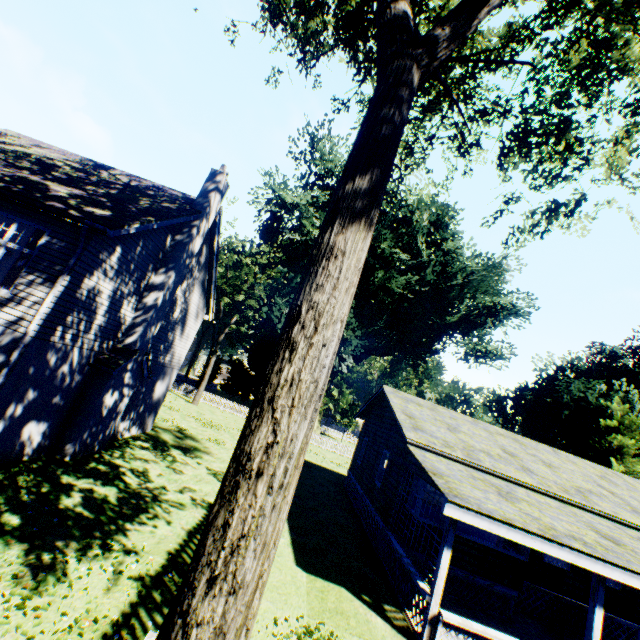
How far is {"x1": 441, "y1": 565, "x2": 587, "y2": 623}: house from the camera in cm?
1089

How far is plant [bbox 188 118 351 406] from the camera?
32.7 meters

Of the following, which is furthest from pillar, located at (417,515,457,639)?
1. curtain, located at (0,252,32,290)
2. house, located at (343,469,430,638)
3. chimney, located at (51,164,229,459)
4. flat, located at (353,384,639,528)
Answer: curtain, located at (0,252,32,290)

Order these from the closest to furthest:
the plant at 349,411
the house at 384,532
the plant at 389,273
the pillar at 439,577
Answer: the pillar at 439,577
the house at 384,532
the plant at 389,273
the plant at 349,411

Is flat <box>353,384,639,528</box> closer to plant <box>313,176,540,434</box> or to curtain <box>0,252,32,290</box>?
plant <box>313,176,540,434</box>

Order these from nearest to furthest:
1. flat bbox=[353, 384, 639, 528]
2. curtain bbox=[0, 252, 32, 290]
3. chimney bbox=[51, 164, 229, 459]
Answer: curtain bbox=[0, 252, 32, 290]
chimney bbox=[51, 164, 229, 459]
flat bbox=[353, 384, 639, 528]

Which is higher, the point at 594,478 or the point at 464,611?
the point at 594,478

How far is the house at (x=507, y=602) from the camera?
10.9 meters
